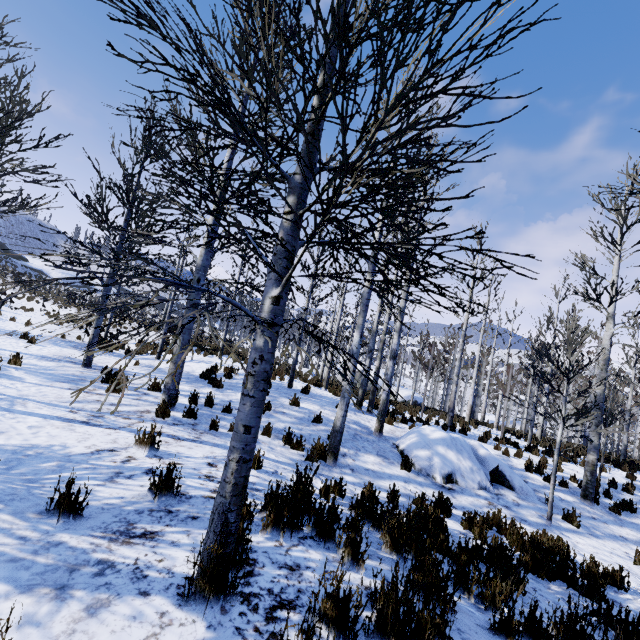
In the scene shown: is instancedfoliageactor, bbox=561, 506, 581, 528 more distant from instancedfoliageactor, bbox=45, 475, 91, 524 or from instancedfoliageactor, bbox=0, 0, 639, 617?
instancedfoliageactor, bbox=45, 475, 91, 524

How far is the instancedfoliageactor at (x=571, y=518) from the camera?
7.3m

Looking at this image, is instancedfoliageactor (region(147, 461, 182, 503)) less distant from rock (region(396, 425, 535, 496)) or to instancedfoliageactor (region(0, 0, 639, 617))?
instancedfoliageactor (region(0, 0, 639, 617))

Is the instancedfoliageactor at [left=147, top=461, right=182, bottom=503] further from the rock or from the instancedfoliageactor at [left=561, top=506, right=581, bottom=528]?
the instancedfoliageactor at [left=561, top=506, right=581, bottom=528]

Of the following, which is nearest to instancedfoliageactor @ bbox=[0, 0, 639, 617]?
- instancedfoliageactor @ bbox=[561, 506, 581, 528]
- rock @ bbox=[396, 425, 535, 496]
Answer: instancedfoliageactor @ bbox=[561, 506, 581, 528]

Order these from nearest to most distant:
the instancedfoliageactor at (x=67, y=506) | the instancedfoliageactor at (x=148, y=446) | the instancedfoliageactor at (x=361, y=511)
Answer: the instancedfoliageactor at (x=361, y=511) → the instancedfoliageactor at (x=67, y=506) → the instancedfoliageactor at (x=148, y=446)

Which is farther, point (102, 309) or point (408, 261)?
point (408, 261)

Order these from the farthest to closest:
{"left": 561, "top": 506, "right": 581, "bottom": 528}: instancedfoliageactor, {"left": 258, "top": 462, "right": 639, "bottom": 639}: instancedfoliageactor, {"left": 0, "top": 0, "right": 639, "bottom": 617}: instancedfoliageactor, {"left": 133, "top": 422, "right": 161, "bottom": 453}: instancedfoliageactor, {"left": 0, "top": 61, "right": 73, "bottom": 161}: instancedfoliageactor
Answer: {"left": 561, "top": 506, "right": 581, "bottom": 528}: instancedfoliageactor, {"left": 133, "top": 422, "right": 161, "bottom": 453}: instancedfoliageactor, {"left": 0, "top": 61, "right": 73, "bottom": 161}: instancedfoliageactor, {"left": 258, "top": 462, "right": 639, "bottom": 639}: instancedfoliageactor, {"left": 0, "top": 0, "right": 639, "bottom": 617}: instancedfoliageactor
